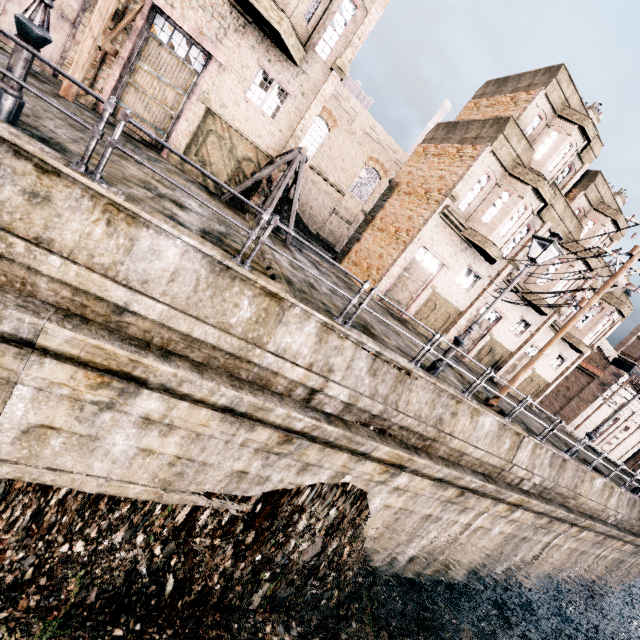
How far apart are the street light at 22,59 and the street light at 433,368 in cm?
1134

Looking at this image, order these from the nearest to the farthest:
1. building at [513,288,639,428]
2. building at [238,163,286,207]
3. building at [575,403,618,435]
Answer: building at [238,163,286,207] < building at [513,288,639,428] < building at [575,403,618,435]

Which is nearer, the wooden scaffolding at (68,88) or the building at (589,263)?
the wooden scaffolding at (68,88)

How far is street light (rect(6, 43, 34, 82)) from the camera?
5.0m

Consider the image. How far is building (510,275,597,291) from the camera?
23.00m

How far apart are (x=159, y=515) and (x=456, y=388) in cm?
1053

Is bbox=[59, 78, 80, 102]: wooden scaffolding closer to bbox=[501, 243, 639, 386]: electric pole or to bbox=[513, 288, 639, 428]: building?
bbox=[501, 243, 639, 386]: electric pole

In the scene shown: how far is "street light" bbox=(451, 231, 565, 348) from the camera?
9.7m
